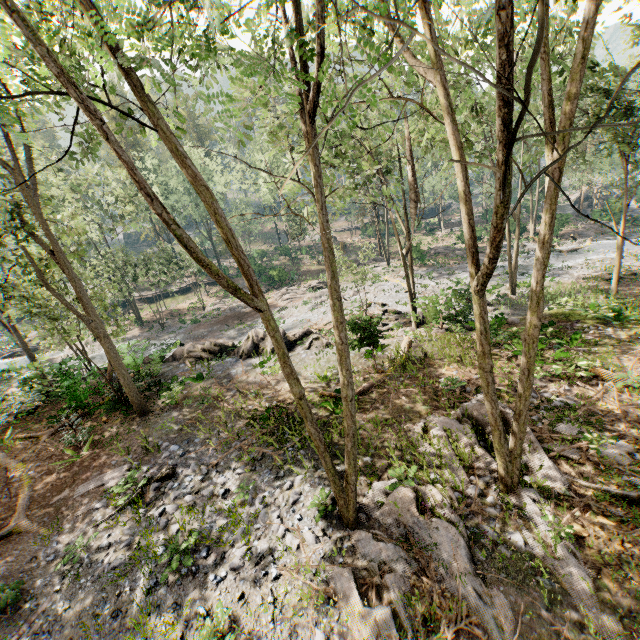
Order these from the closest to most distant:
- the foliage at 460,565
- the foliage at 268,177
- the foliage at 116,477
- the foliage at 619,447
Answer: the foliage at 268,177
the foliage at 460,565
the foliage at 619,447
the foliage at 116,477

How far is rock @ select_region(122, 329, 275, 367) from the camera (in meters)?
19.44

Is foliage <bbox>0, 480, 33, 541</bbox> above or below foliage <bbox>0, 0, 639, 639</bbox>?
below

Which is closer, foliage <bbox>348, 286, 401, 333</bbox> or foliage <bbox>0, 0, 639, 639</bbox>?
foliage <bbox>0, 0, 639, 639</bbox>

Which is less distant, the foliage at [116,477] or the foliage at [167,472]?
the foliage at [167,472]

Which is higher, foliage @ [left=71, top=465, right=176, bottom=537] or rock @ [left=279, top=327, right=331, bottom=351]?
foliage @ [left=71, top=465, right=176, bottom=537]

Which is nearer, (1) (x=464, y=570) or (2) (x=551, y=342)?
(1) (x=464, y=570)
